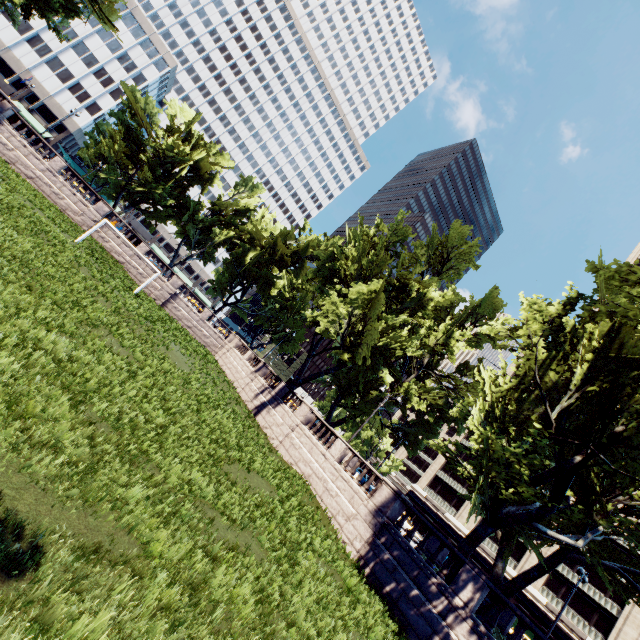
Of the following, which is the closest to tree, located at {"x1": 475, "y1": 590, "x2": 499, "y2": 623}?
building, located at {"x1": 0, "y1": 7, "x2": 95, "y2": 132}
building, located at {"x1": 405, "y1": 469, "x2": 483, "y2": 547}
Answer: building, located at {"x1": 0, "y1": 7, "x2": 95, "y2": 132}

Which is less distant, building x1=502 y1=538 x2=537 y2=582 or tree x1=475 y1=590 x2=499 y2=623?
tree x1=475 y1=590 x2=499 y2=623

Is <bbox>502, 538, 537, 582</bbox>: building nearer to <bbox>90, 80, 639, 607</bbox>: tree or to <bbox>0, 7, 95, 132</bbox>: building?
<bbox>90, 80, 639, 607</bbox>: tree

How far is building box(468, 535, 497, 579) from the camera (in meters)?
46.34

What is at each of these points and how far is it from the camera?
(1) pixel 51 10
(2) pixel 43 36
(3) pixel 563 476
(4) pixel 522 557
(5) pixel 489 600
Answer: (1) tree, 28.2 meters
(2) building, 57.2 meters
(3) tree, 14.8 meters
(4) building, 45.8 meters
(5) tree, 18.9 meters

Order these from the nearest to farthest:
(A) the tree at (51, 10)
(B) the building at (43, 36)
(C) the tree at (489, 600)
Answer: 1. (C) the tree at (489, 600)
2. (A) the tree at (51, 10)
3. (B) the building at (43, 36)

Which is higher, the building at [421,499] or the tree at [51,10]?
the tree at [51,10]
